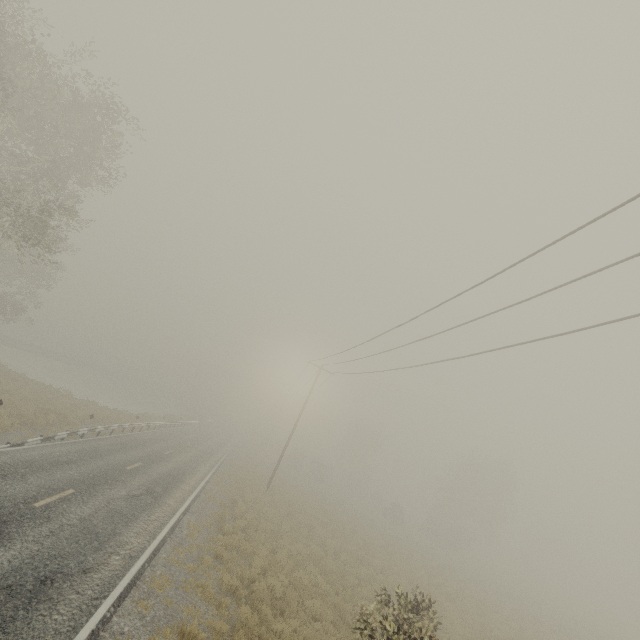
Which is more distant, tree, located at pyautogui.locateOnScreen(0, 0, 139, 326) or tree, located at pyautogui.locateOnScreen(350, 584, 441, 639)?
tree, located at pyautogui.locateOnScreen(0, 0, 139, 326)

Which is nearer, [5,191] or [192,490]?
[5,191]

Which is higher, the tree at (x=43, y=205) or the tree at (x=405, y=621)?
the tree at (x=43, y=205)

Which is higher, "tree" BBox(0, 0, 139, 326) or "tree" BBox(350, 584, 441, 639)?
"tree" BBox(0, 0, 139, 326)

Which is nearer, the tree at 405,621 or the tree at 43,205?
the tree at 405,621
